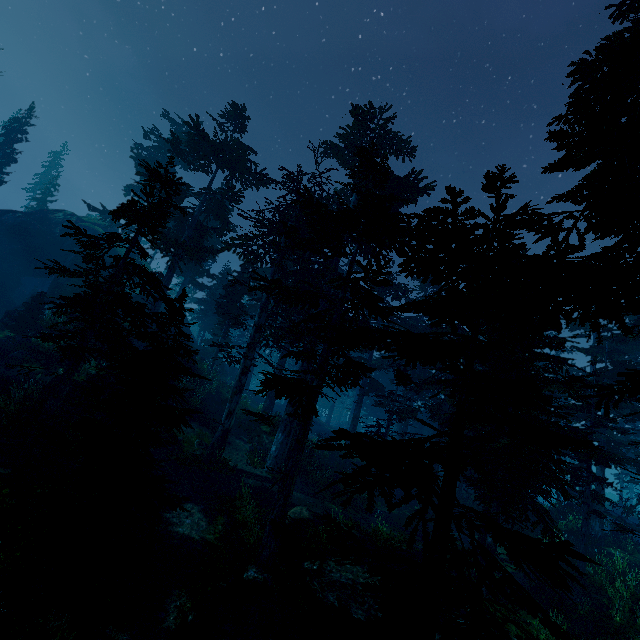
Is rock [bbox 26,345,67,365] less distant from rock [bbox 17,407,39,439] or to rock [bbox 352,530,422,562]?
rock [bbox 17,407,39,439]

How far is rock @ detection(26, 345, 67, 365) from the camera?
18.6 meters

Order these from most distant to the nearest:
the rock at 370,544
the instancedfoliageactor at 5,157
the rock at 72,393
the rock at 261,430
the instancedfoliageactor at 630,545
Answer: the instancedfoliageactor at 5,157 < the rock at 261,430 < the instancedfoliageactor at 630,545 < the rock at 72,393 < the rock at 370,544

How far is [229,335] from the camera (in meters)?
27.98

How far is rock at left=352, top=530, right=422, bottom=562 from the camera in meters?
12.6

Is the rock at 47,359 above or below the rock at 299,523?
above

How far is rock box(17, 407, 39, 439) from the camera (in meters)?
11.99
